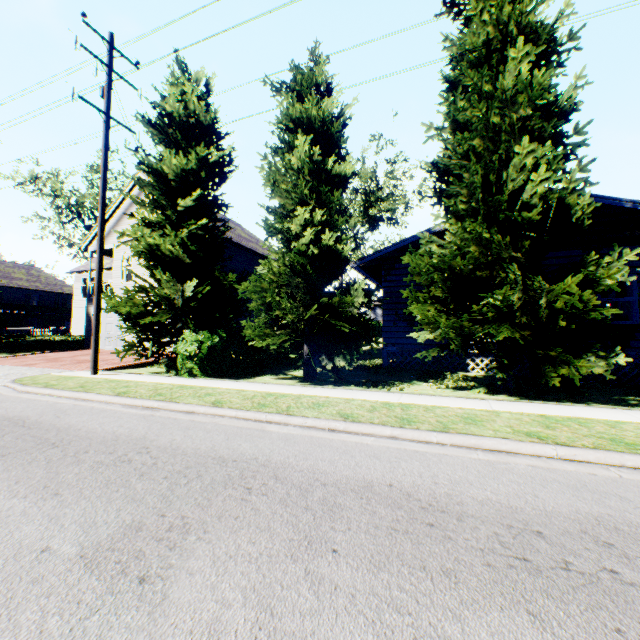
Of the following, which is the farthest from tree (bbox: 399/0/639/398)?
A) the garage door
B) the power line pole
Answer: the garage door

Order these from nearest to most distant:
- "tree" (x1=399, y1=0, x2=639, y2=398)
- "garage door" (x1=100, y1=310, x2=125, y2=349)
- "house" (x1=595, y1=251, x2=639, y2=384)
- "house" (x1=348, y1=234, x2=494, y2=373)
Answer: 1. "tree" (x1=399, y1=0, x2=639, y2=398)
2. "house" (x1=595, y1=251, x2=639, y2=384)
3. "house" (x1=348, y1=234, x2=494, y2=373)
4. "garage door" (x1=100, y1=310, x2=125, y2=349)

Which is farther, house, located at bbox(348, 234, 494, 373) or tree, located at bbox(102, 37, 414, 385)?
house, located at bbox(348, 234, 494, 373)

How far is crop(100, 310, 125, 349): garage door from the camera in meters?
20.5

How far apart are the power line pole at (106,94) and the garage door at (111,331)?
10.64m

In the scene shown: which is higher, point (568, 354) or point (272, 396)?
point (568, 354)

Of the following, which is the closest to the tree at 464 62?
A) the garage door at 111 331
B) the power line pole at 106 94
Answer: the power line pole at 106 94

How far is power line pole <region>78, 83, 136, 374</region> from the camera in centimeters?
1062cm
